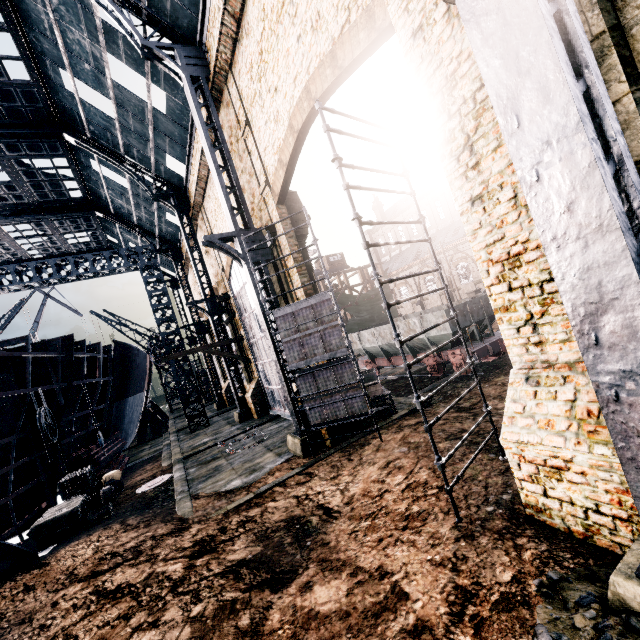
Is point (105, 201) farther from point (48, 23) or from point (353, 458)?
point (353, 458)

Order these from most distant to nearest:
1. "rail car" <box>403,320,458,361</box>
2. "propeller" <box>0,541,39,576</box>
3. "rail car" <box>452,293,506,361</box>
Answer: "rail car" <box>403,320,458,361</box>
"rail car" <box>452,293,506,361</box>
"propeller" <box>0,541,39,576</box>

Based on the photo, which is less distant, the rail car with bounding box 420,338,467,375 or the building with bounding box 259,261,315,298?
the building with bounding box 259,261,315,298

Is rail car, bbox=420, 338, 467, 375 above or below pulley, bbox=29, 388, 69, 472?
below

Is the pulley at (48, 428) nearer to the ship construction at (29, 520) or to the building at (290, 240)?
the ship construction at (29, 520)

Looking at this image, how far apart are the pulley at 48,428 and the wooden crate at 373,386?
14.3 meters

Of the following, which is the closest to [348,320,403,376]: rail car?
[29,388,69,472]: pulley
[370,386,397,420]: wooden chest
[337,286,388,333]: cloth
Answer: [370,386,397,420]: wooden chest

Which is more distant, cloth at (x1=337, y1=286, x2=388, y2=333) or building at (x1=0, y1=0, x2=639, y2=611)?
cloth at (x1=337, y1=286, x2=388, y2=333)
